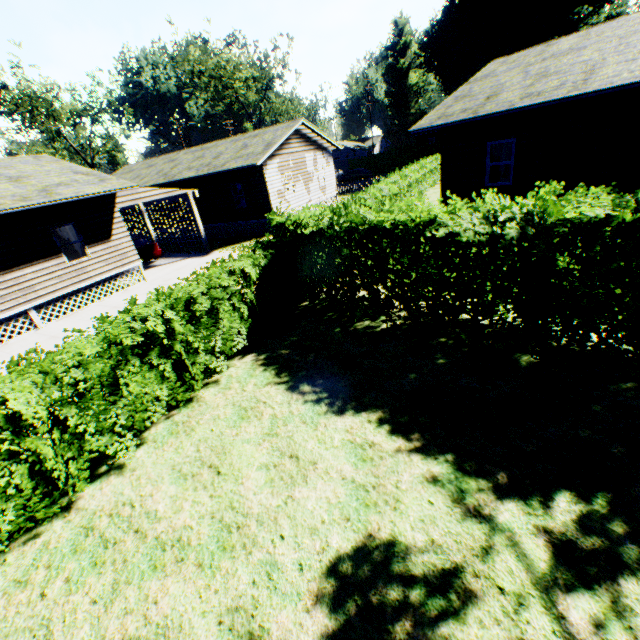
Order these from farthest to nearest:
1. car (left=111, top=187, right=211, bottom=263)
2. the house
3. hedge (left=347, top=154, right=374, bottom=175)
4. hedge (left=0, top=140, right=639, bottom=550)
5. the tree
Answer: hedge (left=347, top=154, right=374, bottom=175) → the tree → car (left=111, top=187, right=211, bottom=263) → the house → hedge (left=0, top=140, right=639, bottom=550)

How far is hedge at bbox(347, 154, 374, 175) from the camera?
47.69m

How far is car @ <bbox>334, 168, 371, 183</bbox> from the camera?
44.50m

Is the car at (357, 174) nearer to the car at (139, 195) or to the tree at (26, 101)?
the car at (139, 195)

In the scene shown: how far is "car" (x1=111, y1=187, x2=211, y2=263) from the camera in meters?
15.7

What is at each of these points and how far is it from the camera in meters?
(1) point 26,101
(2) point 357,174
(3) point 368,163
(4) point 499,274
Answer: (1) tree, 40.4
(2) car, 44.8
(3) hedge, 48.2
(4) hedge, 5.7

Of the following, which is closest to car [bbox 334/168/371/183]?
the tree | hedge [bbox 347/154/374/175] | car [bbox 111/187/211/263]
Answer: → hedge [bbox 347/154/374/175]

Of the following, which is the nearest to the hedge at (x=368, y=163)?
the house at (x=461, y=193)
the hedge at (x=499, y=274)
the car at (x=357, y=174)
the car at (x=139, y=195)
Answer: the car at (x=357, y=174)
